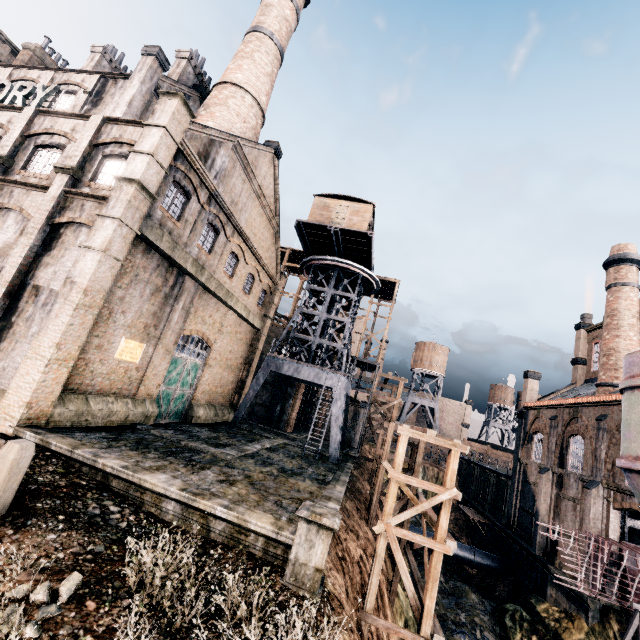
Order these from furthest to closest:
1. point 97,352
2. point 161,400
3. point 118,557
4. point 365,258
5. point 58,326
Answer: point 365,258, point 161,400, point 97,352, point 58,326, point 118,557

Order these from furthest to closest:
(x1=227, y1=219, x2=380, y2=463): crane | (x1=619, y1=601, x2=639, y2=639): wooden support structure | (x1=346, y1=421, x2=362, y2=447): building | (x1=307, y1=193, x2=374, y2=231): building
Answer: (x1=346, y1=421, x2=362, y2=447): building, (x1=307, y1=193, x2=374, y2=231): building, (x1=227, y1=219, x2=380, y2=463): crane, (x1=619, y1=601, x2=639, y2=639): wooden support structure

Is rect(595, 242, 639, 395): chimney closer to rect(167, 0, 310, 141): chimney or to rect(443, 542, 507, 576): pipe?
rect(443, 542, 507, 576): pipe

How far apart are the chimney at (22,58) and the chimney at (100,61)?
7.5m

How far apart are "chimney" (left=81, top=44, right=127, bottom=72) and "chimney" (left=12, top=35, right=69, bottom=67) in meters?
7.5

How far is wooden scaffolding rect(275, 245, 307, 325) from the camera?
41.7m

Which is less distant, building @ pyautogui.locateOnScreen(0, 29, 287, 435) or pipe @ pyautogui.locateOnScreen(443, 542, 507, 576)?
building @ pyautogui.locateOnScreen(0, 29, 287, 435)

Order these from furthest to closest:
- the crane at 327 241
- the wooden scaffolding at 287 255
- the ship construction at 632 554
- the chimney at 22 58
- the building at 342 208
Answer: the wooden scaffolding at 287 255 < the chimney at 22 58 < the building at 342 208 < the crane at 327 241 < the ship construction at 632 554
